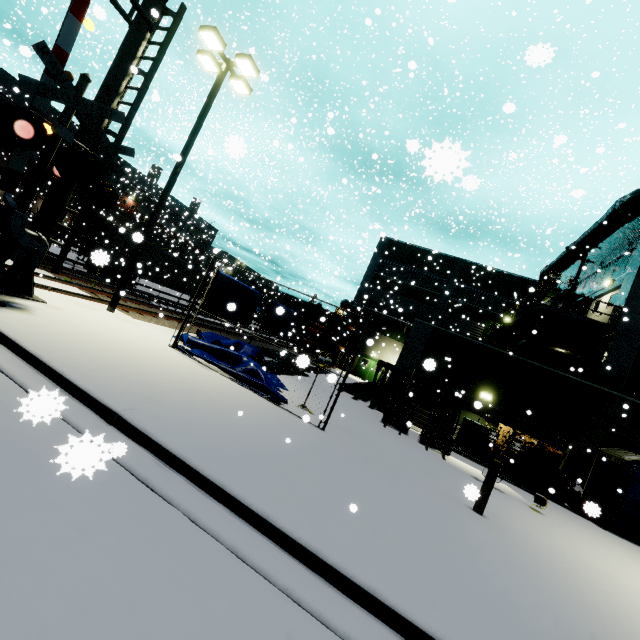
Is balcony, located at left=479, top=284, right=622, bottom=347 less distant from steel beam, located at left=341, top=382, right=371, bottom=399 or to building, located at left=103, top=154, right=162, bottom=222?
building, located at left=103, top=154, right=162, bottom=222

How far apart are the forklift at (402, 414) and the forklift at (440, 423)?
0.52m

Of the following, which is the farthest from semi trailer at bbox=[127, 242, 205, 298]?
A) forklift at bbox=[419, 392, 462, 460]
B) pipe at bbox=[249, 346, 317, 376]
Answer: forklift at bbox=[419, 392, 462, 460]

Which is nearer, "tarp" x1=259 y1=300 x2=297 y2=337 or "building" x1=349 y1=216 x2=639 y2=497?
"building" x1=349 y1=216 x2=639 y2=497

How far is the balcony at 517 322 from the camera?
14.6 meters

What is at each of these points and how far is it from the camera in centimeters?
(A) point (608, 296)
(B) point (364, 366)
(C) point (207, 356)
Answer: (A) door, 1620cm
(B) door, 3297cm
(C) tarp, 1073cm

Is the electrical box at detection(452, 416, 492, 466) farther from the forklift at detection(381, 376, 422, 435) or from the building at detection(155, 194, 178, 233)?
the forklift at detection(381, 376, 422, 435)

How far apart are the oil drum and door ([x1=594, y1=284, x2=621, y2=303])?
16.7m
